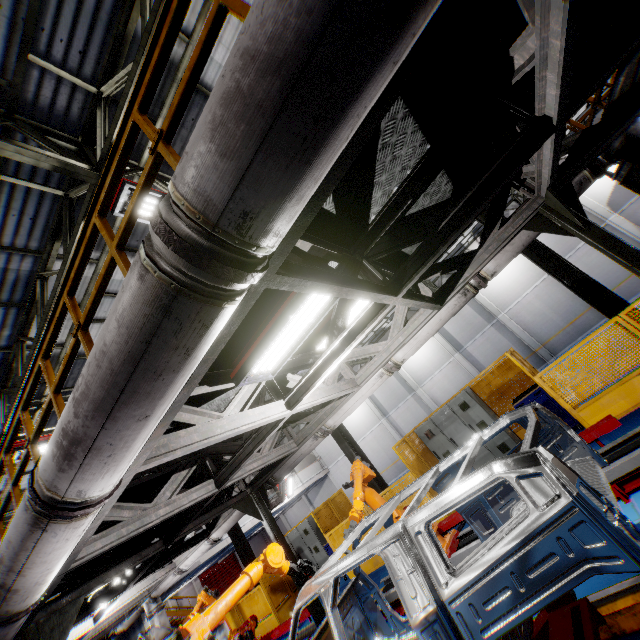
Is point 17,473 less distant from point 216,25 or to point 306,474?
point 216,25

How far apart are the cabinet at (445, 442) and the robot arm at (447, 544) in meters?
3.3 m

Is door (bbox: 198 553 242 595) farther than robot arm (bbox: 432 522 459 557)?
Yes

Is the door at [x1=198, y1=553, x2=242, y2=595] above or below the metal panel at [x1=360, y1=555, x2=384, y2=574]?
above

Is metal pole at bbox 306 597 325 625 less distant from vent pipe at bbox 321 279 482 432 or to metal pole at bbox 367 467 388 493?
vent pipe at bbox 321 279 482 432

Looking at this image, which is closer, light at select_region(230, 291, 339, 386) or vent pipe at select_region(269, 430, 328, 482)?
light at select_region(230, 291, 339, 386)

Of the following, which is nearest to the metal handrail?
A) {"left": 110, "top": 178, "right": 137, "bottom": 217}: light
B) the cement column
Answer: {"left": 110, "top": 178, "right": 137, "bottom": 217}: light

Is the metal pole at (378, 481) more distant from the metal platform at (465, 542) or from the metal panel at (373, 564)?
the metal platform at (465, 542)
